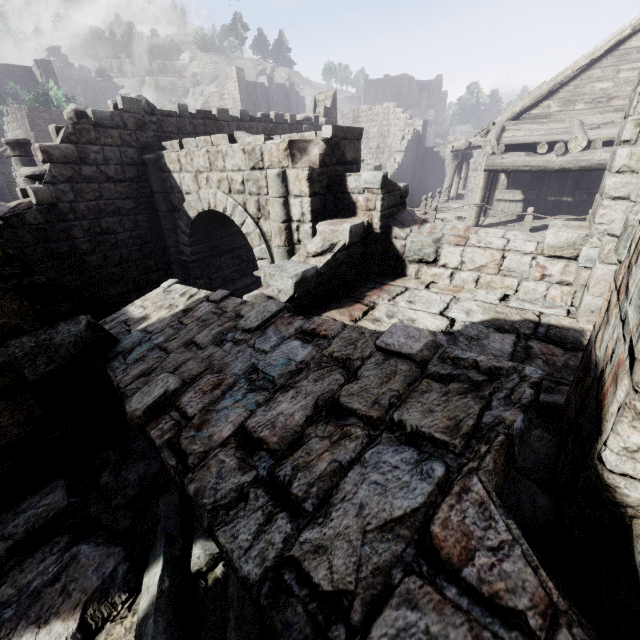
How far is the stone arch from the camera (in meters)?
6.38

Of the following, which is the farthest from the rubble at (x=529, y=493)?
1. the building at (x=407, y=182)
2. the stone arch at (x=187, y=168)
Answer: the stone arch at (x=187, y=168)

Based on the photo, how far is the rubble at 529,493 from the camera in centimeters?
148cm

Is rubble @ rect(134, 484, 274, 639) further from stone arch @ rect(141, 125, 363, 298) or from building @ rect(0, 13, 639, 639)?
stone arch @ rect(141, 125, 363, 298)

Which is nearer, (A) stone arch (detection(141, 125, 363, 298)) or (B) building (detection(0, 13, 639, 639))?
(B) building (detection(0, 13, 639, 639))

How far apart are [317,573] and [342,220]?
6.2 meters

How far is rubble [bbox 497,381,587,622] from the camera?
1.5m

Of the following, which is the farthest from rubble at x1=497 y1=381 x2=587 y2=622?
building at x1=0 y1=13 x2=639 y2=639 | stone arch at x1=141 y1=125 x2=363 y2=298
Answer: stone arch at x1=141 y1=125 x2=363 y2=298
